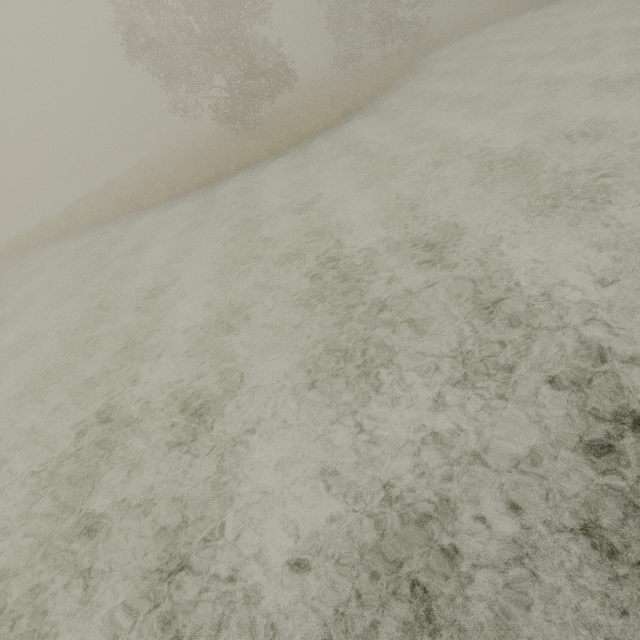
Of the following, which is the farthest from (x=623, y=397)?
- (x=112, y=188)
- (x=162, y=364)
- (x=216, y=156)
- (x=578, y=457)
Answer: (x=112, y=188)
